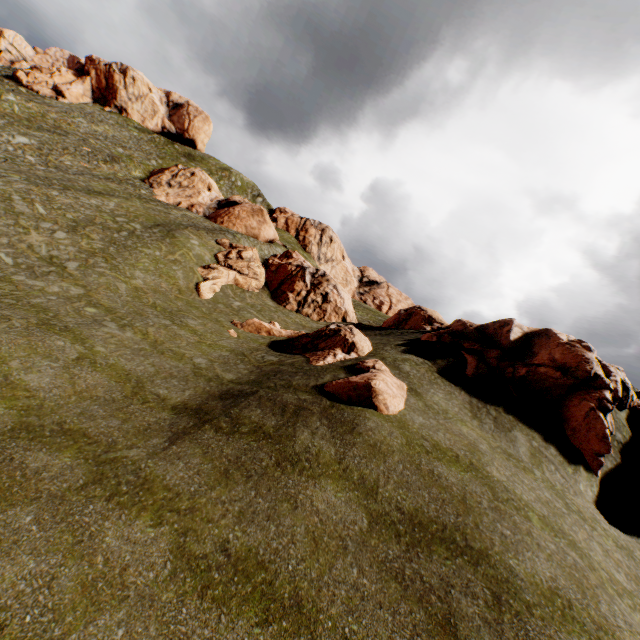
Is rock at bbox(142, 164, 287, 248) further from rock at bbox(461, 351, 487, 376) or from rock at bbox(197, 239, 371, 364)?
rock at bbox(461, 351, 487, 376)

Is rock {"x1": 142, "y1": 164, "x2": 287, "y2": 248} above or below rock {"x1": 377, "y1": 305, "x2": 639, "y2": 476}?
above

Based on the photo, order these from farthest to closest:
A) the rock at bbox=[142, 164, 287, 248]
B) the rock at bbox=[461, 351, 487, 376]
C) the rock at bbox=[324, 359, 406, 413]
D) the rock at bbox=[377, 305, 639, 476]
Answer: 1. the rock at bbox=[142, 164, 287, 248]
2. the rock at bbox=[461, 351, 487, 376]
3. the rock at bbox=[377, 305, 639, 476]
4. the rock at bbox=[324, 359, 406, 413]

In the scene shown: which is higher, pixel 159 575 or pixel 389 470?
pixel 389 470

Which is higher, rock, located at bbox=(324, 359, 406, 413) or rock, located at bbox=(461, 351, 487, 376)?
rock, located at bbox=(461, 351, 487, 376)

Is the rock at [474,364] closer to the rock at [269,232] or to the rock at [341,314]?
the rock at [341,314]

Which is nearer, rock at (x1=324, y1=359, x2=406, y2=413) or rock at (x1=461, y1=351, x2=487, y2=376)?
rock at (x1=324, y1=359, x2=406, y2=413)
